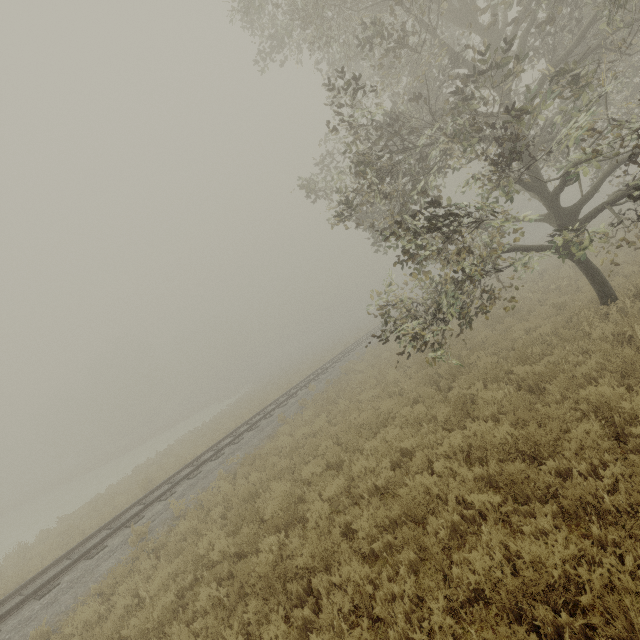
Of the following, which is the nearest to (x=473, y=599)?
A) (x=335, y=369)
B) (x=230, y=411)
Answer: (x=335, y=369)
